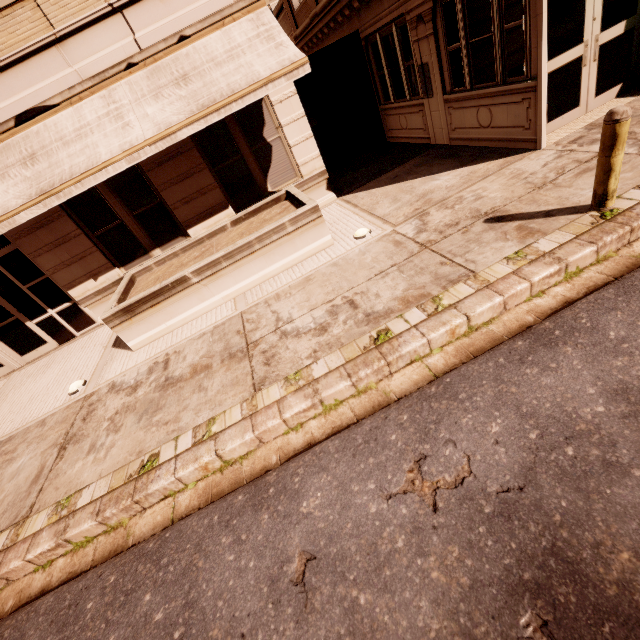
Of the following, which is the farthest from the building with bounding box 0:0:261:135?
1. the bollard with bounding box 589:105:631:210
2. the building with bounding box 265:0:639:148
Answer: the bollard with bounding box 589:105:631:210

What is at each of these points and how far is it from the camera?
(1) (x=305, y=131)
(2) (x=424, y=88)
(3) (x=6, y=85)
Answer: (1) building, 8.3m
(2) building, 8.9m
(3) building, 6.4m

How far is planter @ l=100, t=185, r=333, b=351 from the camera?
6.59m

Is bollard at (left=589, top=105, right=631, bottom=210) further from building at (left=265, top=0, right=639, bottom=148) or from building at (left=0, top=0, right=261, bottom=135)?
building at (left=0, top=0, right=261, bottom=135)

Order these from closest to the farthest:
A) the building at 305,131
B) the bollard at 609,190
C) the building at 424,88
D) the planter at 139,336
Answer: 1. the bollard at 609,190
2. the building at 424,88
3. the planter at 139,336
4. the building at 305,131

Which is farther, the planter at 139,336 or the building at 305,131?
the building at 305,131

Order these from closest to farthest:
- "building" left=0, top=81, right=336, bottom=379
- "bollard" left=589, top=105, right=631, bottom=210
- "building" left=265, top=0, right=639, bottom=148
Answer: "bollard" left=589, top=105, right=631, bottom=210, "building" left=265, top=0, right=639, bottom=148, "building" left=0, top=81, right=336, bottom=379

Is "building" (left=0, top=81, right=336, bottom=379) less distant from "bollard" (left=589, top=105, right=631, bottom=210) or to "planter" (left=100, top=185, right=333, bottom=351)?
"planter" (left=100, top=185, right=333, bottom=351)
